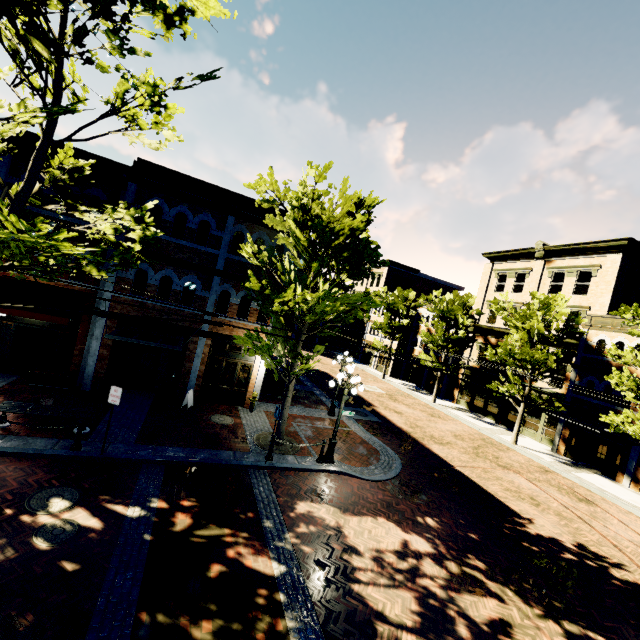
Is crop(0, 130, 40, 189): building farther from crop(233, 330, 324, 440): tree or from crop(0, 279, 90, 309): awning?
crop(0, 279, 90, 309): awning

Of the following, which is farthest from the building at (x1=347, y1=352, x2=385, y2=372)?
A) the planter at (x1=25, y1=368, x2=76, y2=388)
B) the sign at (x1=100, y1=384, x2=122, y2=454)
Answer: the sign at (x1=100, y1=384, x2=122, y2=454)

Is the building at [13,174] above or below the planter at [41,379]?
above

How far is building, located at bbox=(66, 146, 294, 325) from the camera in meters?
13.2

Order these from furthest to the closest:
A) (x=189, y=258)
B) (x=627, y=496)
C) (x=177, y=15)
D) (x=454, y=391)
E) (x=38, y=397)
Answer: (x=454, y=391), (x=627, y=496), (x=189, y=258), (x=38, y=397), (x=177, y=15)

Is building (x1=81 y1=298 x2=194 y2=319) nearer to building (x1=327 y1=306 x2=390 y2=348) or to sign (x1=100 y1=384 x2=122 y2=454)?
building (x1=327 y1=306 x2=390 y2=348)

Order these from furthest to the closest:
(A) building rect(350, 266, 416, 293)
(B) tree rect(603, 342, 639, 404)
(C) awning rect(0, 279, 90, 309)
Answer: (A) building rect(350, 266, 416, 293), (B) tree rect(603, 342, 639, 404), (C) awning rect(0, 279, 90, 309)

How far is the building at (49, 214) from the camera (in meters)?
12.56
